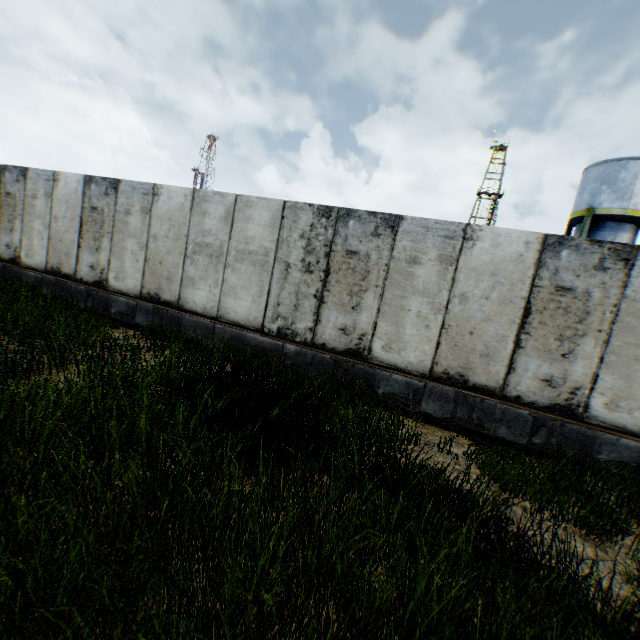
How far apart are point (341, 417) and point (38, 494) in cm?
328
